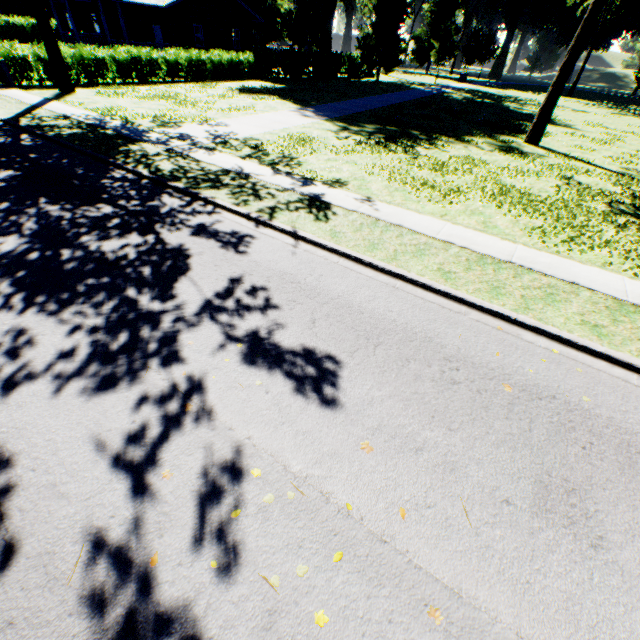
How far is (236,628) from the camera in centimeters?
252cm

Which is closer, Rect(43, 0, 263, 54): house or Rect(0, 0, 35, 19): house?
Rect(43, 0, 263, 54): house

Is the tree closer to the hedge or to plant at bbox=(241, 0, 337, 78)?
the hedge

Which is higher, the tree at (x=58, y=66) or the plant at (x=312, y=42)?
the plant at (x=312, y=42)

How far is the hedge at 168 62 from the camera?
20.7m

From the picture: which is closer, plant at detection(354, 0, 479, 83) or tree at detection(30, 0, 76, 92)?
tree at detection(30, 0, 76, 92)

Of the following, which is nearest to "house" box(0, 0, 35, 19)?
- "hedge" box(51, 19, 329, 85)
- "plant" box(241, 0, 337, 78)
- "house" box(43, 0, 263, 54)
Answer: "house" box(43, 0, 263, 54)

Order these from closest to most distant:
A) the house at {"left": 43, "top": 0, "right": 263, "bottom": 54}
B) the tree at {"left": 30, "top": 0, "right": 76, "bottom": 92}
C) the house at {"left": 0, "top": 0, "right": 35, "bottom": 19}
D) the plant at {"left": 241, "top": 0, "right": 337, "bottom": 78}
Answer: the tree at {"left": 30, "top": 0, "right": 76, "bottom": 92}
the house at {"left": 43, "top": 0, "right": 263, "bottom": 54}
the plant at {"left": 241, "top": 0, "right": 337, "bottom": 78}
the house at {"left": 0, "top": 0, "right": 35, "bottom": 19}
